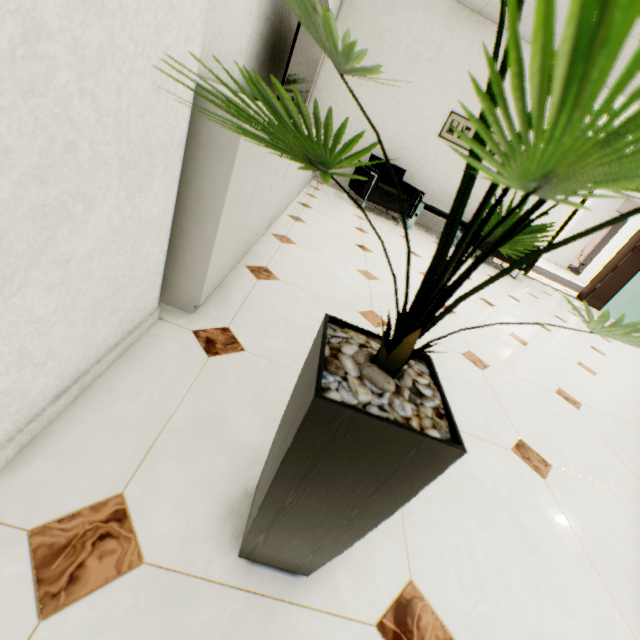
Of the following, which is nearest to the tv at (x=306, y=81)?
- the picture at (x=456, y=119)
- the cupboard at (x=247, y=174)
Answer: the cupboard at (x=247, y=174)

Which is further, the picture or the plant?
the picture

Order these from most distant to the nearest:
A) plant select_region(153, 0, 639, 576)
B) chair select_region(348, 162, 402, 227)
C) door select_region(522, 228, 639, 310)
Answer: door select_region(522, 228, 639, 310)
chair select_region(348, 162, 402, 227)
plant select_region(153, 0, 639, 576)

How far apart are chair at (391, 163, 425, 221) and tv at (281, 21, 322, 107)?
1.6m

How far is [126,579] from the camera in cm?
62

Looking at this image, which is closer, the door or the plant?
the plant

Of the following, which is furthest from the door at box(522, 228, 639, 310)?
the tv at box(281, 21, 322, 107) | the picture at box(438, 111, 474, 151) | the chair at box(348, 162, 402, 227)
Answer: the tv at box(281, 21, 322, 107)

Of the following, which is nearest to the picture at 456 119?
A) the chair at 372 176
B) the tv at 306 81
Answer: the chair at 372 176
